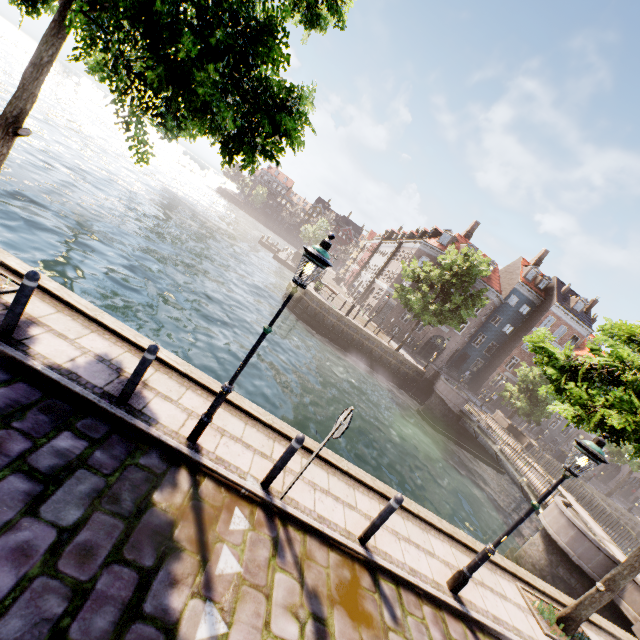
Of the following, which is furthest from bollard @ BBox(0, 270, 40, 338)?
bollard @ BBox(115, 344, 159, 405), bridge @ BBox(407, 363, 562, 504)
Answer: bridge @ BBox(407, 363, 562, 504)

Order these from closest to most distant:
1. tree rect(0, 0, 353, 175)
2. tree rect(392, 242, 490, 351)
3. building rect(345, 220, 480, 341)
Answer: tree rect(0, 0, 353, 175) < tree rect(392, 242, 490, 351) < building rect(345, 220, 480, 341)

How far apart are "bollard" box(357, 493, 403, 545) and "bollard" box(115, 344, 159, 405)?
4.45m

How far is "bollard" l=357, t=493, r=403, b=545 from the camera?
5.3 meters

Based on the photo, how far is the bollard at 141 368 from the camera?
4.68m

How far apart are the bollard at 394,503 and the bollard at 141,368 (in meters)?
4.45

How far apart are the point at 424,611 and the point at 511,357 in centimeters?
3927cm

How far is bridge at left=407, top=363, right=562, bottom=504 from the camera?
16.80m
